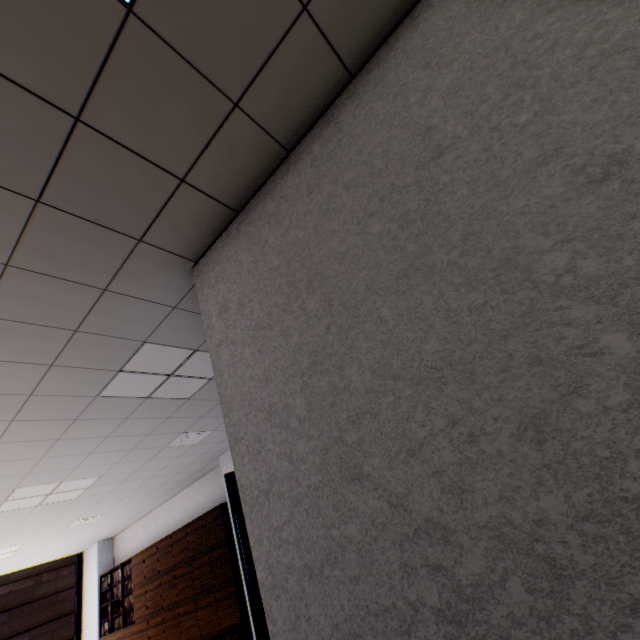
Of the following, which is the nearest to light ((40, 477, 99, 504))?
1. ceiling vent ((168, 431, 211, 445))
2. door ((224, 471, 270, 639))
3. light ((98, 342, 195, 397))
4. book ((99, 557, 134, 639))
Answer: ceiling vent ((168, 431, 211, 445))

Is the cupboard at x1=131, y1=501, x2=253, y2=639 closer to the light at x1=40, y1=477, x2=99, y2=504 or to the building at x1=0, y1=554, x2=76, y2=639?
the light at x1=40, y1=477, x2=99, y2=504

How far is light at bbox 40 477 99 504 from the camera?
4.8m

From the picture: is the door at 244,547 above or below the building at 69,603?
below

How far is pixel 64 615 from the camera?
45.7 meters

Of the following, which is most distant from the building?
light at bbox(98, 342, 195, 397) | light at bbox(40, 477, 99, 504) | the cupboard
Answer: light at bbox(98, 342, 195, 397)

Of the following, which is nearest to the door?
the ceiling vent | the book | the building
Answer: the ceiling vent

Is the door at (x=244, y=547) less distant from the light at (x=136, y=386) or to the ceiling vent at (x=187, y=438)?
the ceiling vent at (x=187, y=438)
